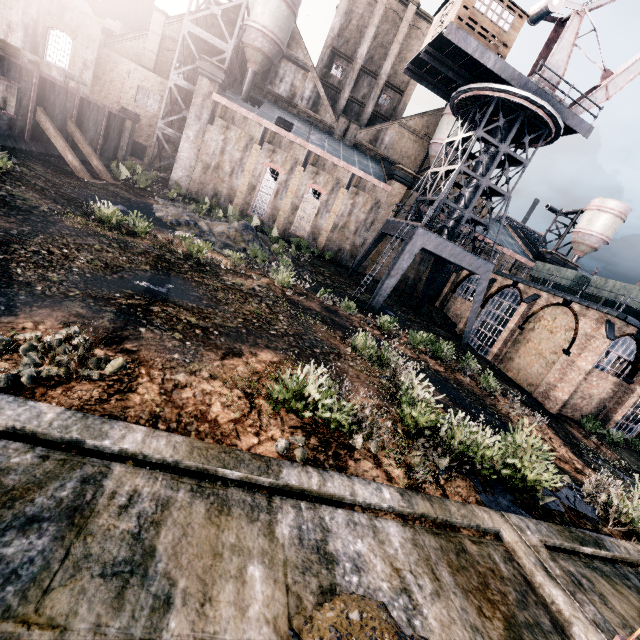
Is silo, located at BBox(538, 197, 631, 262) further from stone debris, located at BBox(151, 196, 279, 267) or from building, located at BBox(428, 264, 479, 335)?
stone debris, located at BBox(151, 196, 279, 267)

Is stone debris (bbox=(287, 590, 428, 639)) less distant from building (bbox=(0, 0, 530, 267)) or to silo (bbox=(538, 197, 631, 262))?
building (bbox=(0, 0, 530, 267))

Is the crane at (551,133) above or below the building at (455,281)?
above

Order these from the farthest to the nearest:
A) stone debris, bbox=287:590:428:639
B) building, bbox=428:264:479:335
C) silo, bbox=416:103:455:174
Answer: silo, bbox=416:103:455:174, building, bbox=428:264:479:335, stone debris, bbox=287:590:428:639

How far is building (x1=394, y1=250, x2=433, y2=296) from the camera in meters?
40.1 m

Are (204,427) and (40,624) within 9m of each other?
yes

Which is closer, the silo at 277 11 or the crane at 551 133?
the crane at 551 133

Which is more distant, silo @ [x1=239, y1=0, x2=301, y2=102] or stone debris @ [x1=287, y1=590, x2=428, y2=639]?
silo @ [x1=239, y1=0, x2=301, y2=102]
